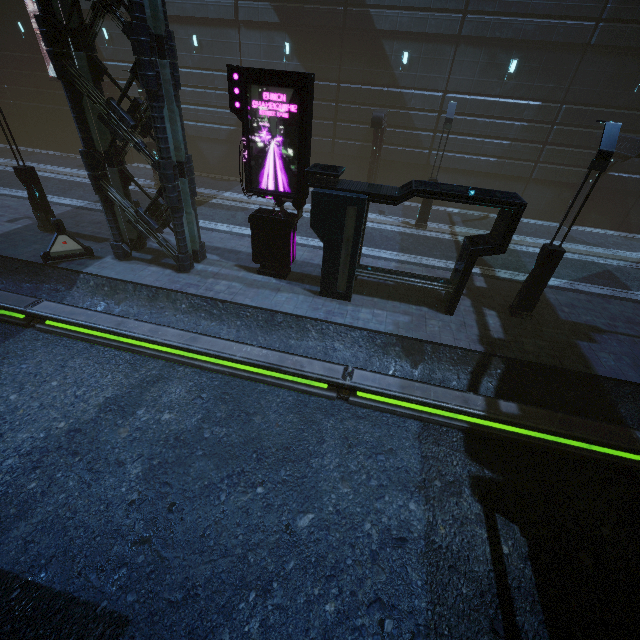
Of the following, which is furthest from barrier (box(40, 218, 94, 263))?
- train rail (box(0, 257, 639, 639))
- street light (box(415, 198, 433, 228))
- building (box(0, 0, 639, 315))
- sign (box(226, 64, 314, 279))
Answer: street light (box(415, 198, 433, 228))

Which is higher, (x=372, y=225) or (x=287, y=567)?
(x=372, y=225)

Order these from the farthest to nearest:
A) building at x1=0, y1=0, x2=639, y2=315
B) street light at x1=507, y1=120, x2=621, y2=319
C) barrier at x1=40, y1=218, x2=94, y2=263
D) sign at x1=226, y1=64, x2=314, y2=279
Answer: barrier at x1=40, y1=218, x2=94, y2=263, building at x1=0, y1=0, x2=639, y2=315, sign at x1=226, y1=64, x2=314, y2=279, street light at x1=507, y1=120, x2=621, y2=319

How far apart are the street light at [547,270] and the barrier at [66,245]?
15.1m

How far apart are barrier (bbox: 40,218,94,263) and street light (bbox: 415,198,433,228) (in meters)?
14.74

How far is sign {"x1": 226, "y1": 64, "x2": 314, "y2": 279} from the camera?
8.48m

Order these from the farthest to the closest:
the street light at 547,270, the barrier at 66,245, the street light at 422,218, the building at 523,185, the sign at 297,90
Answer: the street light at 422,218
the barrier at 66,245
the building at 523,185
the sign at 297,90
the street light at 547,270

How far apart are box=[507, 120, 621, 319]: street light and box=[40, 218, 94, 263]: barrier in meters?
15.1
